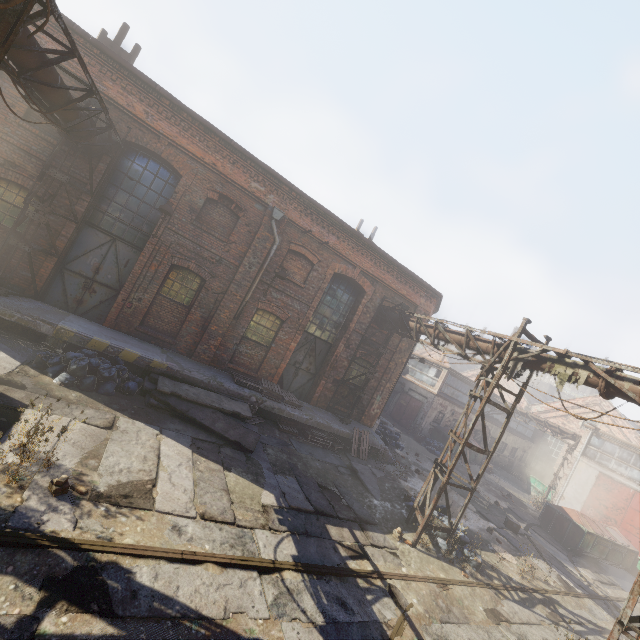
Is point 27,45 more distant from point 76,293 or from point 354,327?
point 354,327

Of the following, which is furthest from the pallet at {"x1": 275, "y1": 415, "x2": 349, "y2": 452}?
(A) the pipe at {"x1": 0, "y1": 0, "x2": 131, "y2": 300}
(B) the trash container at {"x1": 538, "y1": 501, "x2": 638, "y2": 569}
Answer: (B) the trash container at {"x1": 538, "y1": 501, "x2": 638, "y2": 569}

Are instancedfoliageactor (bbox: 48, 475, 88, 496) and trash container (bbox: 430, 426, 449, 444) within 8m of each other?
no

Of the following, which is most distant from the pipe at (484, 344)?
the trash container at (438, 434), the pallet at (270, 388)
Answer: the trash container at (438, 434)

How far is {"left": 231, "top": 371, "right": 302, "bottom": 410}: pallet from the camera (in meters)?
12.09

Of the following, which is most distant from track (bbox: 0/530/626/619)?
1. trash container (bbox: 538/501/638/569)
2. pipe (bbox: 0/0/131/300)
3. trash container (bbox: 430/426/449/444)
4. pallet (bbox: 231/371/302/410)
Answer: trash container (bbox: 430/426/449/444)

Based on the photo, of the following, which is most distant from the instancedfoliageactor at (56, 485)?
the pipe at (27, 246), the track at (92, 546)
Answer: the pipe at (27, 246)

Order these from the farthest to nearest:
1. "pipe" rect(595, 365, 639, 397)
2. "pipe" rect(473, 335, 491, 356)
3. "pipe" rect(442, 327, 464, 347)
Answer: "pipe" rect(442, 327, 464, 347) < "pipe" rect(473, 335, 491, 356) < "pipe" rect(595, 365, 639, 397)
